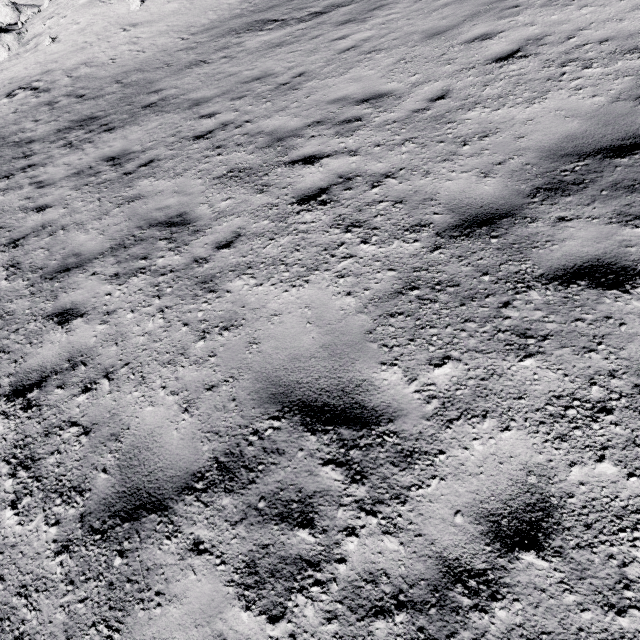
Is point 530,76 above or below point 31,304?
above
